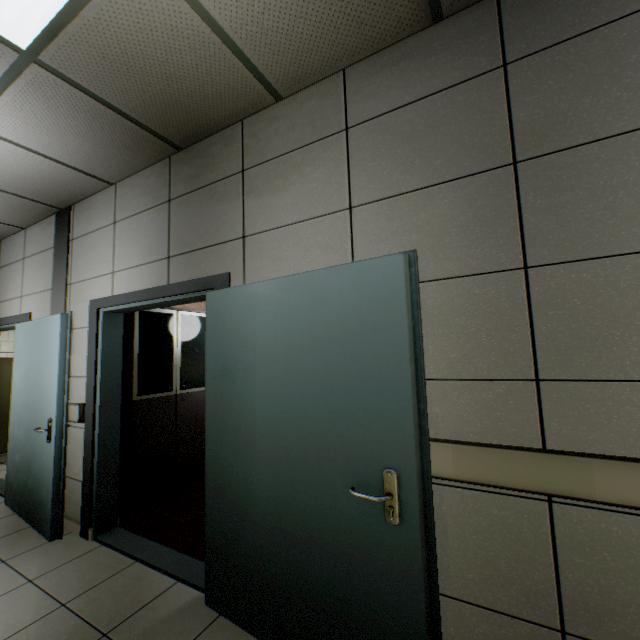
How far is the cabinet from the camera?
3.47m

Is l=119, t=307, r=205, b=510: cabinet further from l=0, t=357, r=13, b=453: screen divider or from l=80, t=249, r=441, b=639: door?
l=0, t=357, r=13, b=453: screen divider

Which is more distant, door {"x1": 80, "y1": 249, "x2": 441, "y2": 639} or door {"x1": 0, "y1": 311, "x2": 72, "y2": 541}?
door {"x1": 0, "y1": 311, "x2": 72, "y2": 541}

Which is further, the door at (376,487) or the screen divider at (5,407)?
the screen divider at (5,407)

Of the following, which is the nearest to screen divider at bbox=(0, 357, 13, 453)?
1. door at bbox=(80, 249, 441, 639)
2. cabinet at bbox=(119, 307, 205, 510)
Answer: door at bbox=(80, 249, 441, 639)

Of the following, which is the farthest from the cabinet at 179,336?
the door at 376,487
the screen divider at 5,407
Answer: the screen divider at 5,407

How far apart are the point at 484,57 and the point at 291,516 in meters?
2.5 m

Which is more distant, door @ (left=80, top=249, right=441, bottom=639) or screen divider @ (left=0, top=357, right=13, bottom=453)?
screen divider @ (left=0, top=357, right=13, bottom=453)
